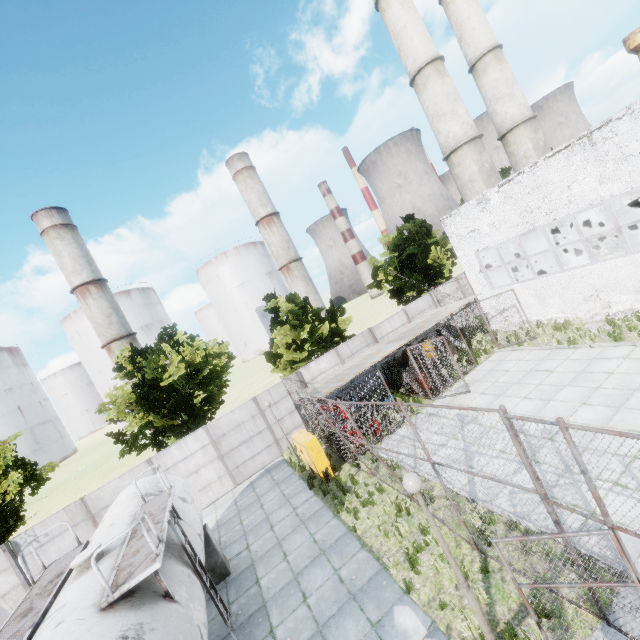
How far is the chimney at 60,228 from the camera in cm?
5428

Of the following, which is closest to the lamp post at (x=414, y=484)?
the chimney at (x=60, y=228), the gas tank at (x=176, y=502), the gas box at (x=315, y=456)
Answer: the gas tank at (x=176, y=502)

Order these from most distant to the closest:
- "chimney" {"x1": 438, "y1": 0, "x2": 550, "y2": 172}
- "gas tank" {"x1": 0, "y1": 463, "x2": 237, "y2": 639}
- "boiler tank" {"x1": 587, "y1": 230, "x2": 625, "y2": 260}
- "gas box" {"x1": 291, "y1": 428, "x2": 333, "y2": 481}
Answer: "chimney" {"x1": 438, "y1": 0, "x2": 550, "y2": 172} < "boiler tank" {"x1": 587, "y1": 230, "x2": 625, "y2": 260} < "gas box" {"x1": 291, "y1": 428, "x2": 333, "y2": 481} < "gas tank" {"x1": 0, "y1": 463, "x2": 237, "y2": 639}

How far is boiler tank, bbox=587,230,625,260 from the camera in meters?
17.3 m

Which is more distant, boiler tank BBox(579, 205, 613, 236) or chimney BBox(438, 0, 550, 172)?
chimney BBox(438, 0, 550, 172)

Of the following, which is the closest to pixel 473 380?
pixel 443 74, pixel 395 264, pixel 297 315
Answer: pixel 297 315

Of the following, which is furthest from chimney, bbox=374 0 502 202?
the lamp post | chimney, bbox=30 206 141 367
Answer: chimney, bbox=30 206 141 367
